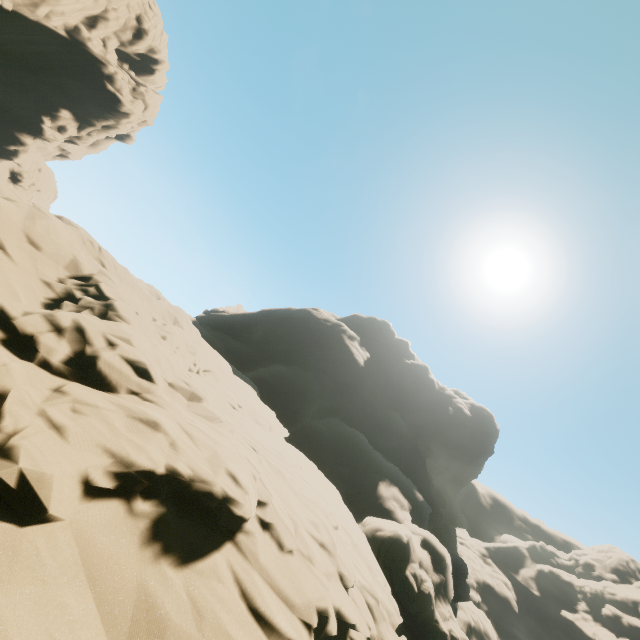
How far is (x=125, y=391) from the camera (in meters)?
9.40
